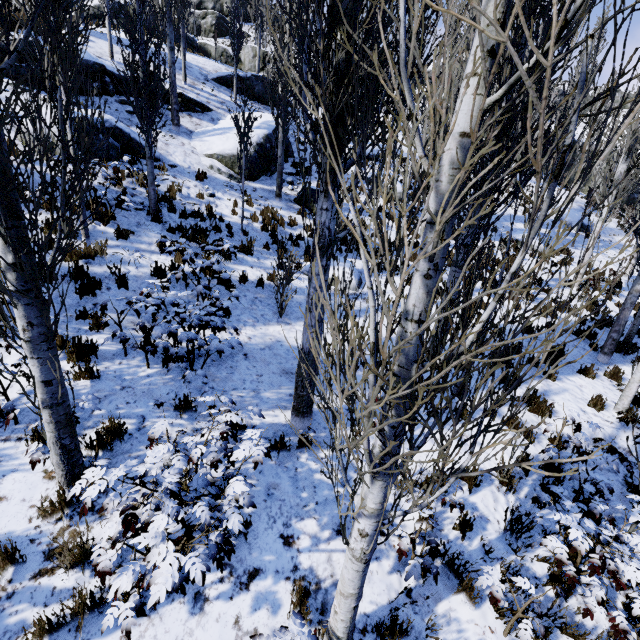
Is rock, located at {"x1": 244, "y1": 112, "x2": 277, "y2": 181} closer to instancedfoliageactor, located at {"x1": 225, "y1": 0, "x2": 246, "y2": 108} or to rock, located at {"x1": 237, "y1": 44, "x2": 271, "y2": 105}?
instancedfoliageactor, located at {"x1": 225, "y1": 0, "x2": 246, "y2": 108}

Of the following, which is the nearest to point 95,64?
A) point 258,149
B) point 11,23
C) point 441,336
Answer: point 11,23

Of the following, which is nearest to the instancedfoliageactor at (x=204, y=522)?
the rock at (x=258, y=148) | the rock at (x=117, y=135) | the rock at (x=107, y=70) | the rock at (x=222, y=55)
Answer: the rock at (x=107, y=70)

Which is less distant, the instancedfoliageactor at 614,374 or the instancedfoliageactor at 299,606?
the instancedfoliageactor at 299,606

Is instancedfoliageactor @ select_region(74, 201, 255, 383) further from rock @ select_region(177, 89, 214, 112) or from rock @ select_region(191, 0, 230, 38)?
rock @ select_region(191, 0, 230, 38)

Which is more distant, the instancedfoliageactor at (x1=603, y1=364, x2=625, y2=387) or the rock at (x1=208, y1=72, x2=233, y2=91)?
the rock at (x1=208, y1=72, x2=233, y2=91)

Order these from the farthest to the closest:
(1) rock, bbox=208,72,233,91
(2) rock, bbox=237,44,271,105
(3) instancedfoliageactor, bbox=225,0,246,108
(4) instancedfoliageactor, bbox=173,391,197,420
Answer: (2) rock, bbox=237,44,271,105
(1) rock, bbox=208,72,233,91
(3) instancedfoliageactor, bbox=225,0,246,108
(4) instancedfoliageactor, bbox=173,391,197,420

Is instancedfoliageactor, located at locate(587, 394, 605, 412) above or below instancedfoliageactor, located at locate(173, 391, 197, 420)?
below
